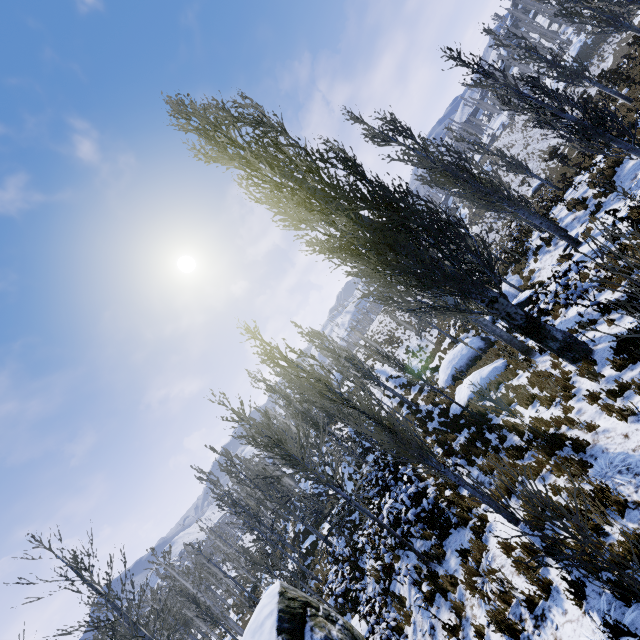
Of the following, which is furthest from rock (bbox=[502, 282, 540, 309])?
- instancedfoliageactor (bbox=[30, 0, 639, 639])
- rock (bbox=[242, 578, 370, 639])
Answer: rock (bbox=[242, 578, 370, 639])

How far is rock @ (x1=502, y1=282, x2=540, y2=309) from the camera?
15.29m

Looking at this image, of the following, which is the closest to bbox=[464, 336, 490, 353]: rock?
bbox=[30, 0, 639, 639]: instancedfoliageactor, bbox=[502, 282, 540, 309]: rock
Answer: bbox=[502, 282, 540, 309]: rock

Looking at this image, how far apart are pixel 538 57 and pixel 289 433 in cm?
3362

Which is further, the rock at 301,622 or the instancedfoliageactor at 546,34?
the instancedfoliageactor at 546,34

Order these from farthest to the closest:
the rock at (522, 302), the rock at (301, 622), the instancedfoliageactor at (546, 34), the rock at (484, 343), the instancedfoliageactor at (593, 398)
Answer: the instancedfoliageactor at (546, 34) → the rock at (484, 343) → the rock at (522, 302) → the rock at (301, 622) → the instancedfoliageactor at (593, 398)

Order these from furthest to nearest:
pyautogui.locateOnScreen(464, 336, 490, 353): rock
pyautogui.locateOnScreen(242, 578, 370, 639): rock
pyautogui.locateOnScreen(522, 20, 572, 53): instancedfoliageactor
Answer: pyautogui.locateOnScreen(522, 20, 572, 53): instancedfoliageactor < pyautogui.locateOnScreen(464, 336, 490, 353): rock < pyautogui.locateOnScreen(242, 578, 370, 639): rock

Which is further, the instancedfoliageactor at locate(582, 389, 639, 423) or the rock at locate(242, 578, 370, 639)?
the rock at locate(242, 578, 370, 639)
